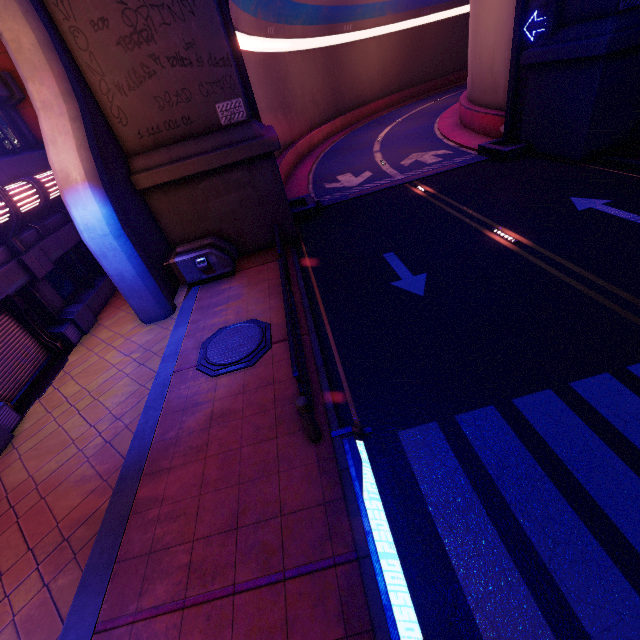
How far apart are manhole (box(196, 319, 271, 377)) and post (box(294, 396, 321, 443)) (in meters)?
2.61

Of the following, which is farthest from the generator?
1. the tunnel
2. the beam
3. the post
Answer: the post

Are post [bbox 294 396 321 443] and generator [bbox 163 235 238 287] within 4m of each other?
no

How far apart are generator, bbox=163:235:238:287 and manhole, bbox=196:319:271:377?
3.2m

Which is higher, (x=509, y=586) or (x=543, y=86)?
(x=543, y=86)

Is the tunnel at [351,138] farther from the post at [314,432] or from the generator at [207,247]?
the post at [314,432]

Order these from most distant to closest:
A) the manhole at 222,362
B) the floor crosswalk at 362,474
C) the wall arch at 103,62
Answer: the wall arch at 103,62 < the manhole at 222,362 < the floor crosswalk at 362,474

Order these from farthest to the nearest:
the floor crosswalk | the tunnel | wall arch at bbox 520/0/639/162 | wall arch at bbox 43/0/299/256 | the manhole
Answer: the tunnel < wall arch at bbox 520/0/639/162 < wall arch at bbox 43/0/299/256 < the manhole < the floor crosswalk
